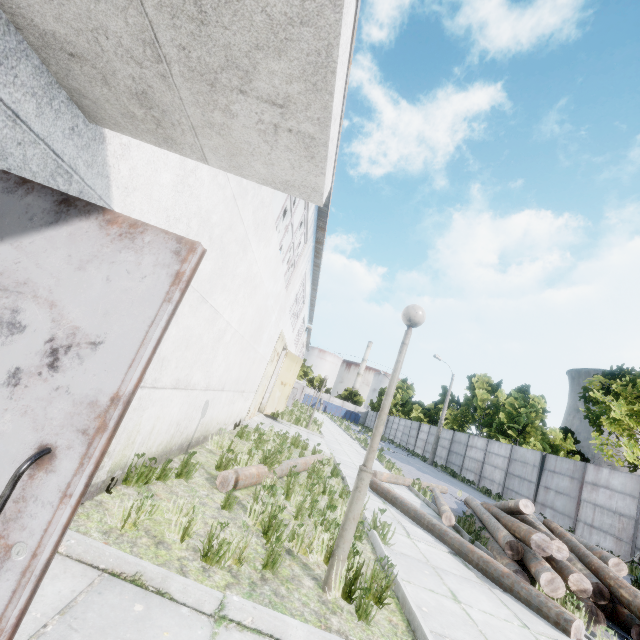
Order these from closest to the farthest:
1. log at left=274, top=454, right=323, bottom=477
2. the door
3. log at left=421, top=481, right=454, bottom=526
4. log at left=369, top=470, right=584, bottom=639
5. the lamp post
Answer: the door < the lamp post < log at left=369, top=470, right=584, bottom=639 < log at left=274, top=454, right=323, bottom=477 < log at left=421, top=481, right=454, bottom=526

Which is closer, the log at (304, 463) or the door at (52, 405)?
the door at (52, 405)

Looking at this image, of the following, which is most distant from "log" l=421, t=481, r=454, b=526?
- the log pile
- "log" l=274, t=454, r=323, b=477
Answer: "log" l=274, t=454, r=323, b=477

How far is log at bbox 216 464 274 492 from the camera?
5.08m

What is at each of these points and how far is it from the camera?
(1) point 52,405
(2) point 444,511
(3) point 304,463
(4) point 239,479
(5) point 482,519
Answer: (1) door, 1.1 meters
(2) log, 8.2 meters
(3) log, 8.2 meters
(4) log, 5.2 meters
(5) log pile, 8.5 meters

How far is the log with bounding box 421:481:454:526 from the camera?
8.0m

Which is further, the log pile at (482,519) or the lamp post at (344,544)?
the log pile at (482,519)

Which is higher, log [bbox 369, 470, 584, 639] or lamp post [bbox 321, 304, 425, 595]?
lamp post [bbox 321, 304, 425, 595]
